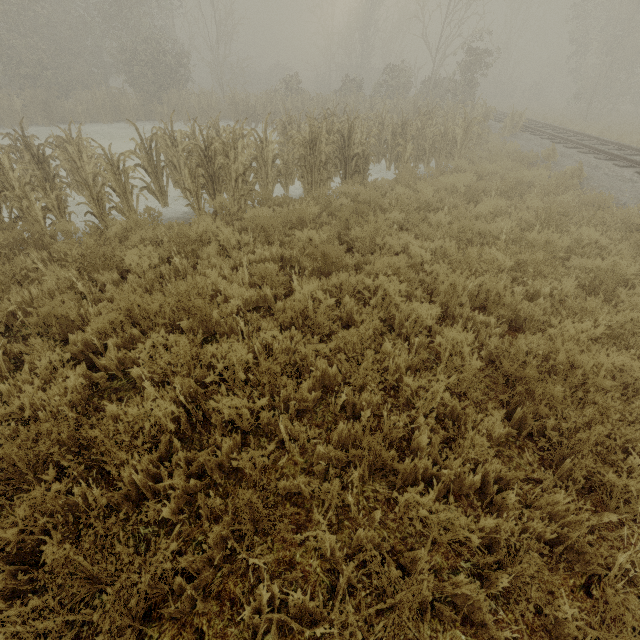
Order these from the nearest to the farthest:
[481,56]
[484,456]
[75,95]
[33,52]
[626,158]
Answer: [484,456] → [626,158] → [33,52] → [481,56] → [75,95]
